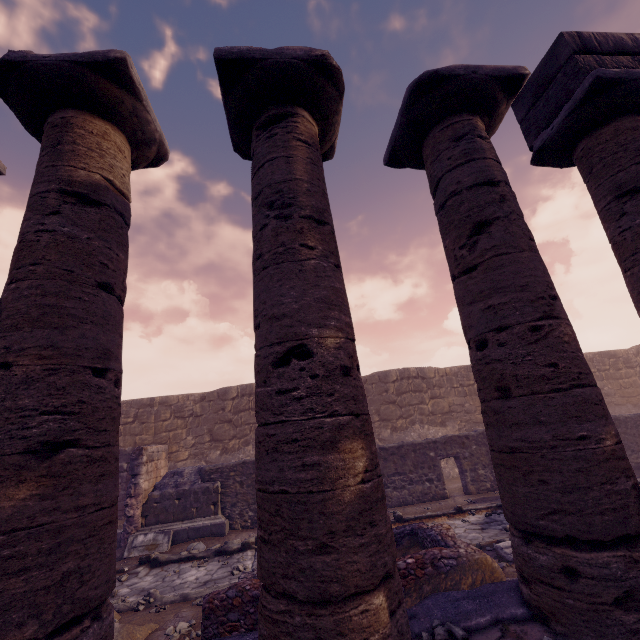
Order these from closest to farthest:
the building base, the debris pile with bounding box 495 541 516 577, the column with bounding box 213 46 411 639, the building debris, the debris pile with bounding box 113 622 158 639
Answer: the column with bounding box 213 46 411 639 → the building base → the debris pile with bounding box 113 622 158 639 → the debris pile with bounding box 495 541 516 577 → the building debris

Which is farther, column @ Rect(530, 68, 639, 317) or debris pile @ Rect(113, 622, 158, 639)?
debris pile @ Rect(113, 622, 158, 639)

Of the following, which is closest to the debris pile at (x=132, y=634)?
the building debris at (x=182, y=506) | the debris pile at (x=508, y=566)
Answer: the building debris at (x=182, y=506)

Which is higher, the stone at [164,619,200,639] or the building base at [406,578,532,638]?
the building base at [406,578,532,638]

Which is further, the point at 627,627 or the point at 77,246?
the point at 77,246

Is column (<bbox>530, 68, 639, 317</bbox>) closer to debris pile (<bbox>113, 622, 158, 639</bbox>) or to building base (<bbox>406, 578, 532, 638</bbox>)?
building base (<bbox>406, 578, 532, 638</bbox>)

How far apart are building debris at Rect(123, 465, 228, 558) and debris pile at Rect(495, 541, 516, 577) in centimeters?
718cm

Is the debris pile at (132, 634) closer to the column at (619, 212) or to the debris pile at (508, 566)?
the debris pile at (508, 566)
